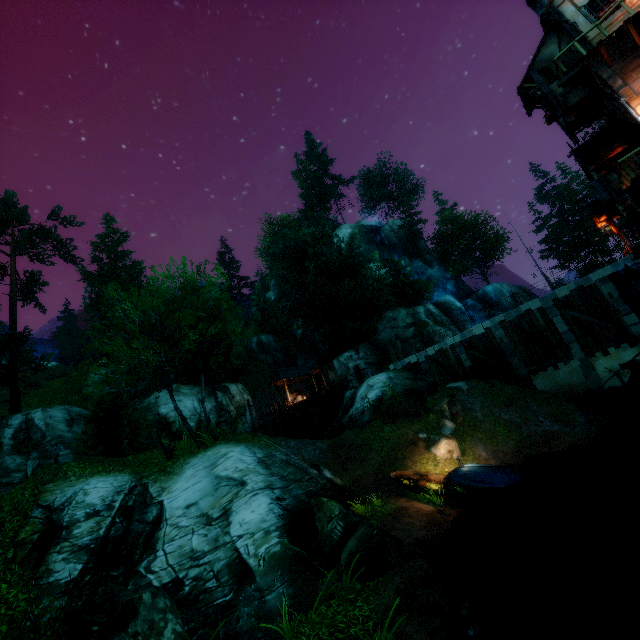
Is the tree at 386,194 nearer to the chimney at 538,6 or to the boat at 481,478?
the boat at 481,478

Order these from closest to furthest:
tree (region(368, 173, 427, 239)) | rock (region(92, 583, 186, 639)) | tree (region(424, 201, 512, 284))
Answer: rock (region(92, 583, 186, 639)) → tree (region(424, 201, 512, 284)) → tree (region(368, 173, 427, 239))

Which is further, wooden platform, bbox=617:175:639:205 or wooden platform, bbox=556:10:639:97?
wooden platform, bbox=556:10:639:97

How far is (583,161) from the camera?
15.4 meters

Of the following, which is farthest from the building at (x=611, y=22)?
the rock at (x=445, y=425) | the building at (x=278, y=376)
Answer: the building at (x=278, y=376)

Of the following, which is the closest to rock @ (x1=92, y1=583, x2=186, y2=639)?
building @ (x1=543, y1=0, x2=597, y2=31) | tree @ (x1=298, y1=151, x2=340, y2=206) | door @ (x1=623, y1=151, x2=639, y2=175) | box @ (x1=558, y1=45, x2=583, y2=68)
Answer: tree @ (x1=298, y1=151, x2=340, y2=206)

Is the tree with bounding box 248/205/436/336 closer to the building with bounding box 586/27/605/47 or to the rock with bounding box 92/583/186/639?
the rock with bounding box 92/583/186/639

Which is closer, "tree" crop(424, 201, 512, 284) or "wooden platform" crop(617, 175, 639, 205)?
"wooden platform" crop(617, 175, 639, 205)
